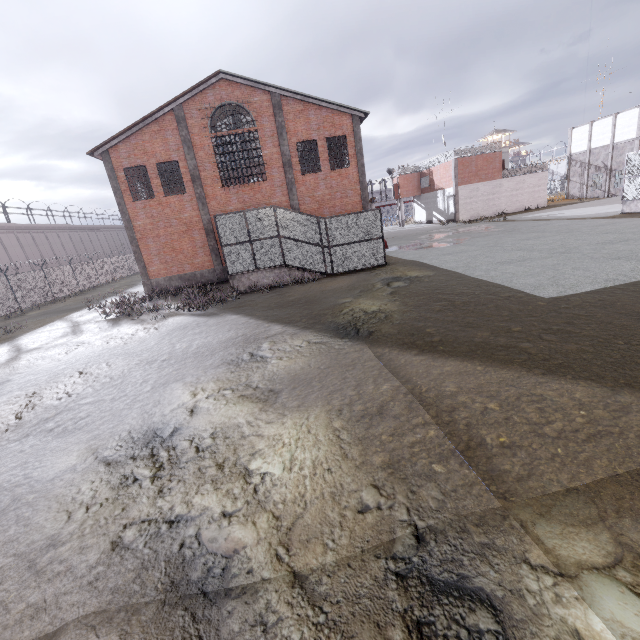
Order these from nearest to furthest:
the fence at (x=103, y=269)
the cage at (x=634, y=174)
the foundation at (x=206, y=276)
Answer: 1. the cage at (x=634, y=174)
2. the foundation at (x=206, y=276)
3. the fence at (x=103, y=269)

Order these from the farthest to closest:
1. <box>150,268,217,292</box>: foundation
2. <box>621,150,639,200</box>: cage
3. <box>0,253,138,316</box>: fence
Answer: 1. <box>0,253,138,316</box>: fence
2. <box>150,268,217,292</box>: foundation
3. <box>621,150,639,200</box>: cage

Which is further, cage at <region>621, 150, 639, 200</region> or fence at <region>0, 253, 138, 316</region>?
fence at <region>0, 253, 138, 316</region>

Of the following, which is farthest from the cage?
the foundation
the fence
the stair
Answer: the foundation

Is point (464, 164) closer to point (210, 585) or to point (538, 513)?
point (538, 513)

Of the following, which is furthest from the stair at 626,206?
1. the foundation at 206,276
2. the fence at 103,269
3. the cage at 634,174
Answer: the foundation at 206,276

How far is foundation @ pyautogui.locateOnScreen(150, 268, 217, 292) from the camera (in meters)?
22.09
